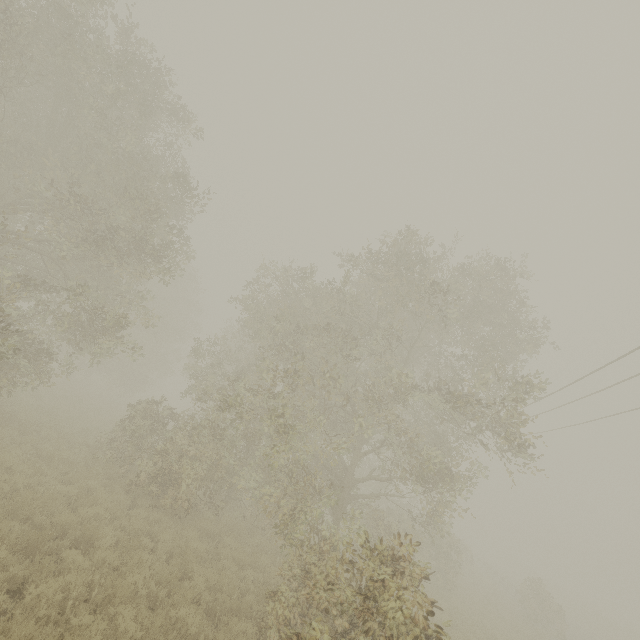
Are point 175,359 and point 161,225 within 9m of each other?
no
